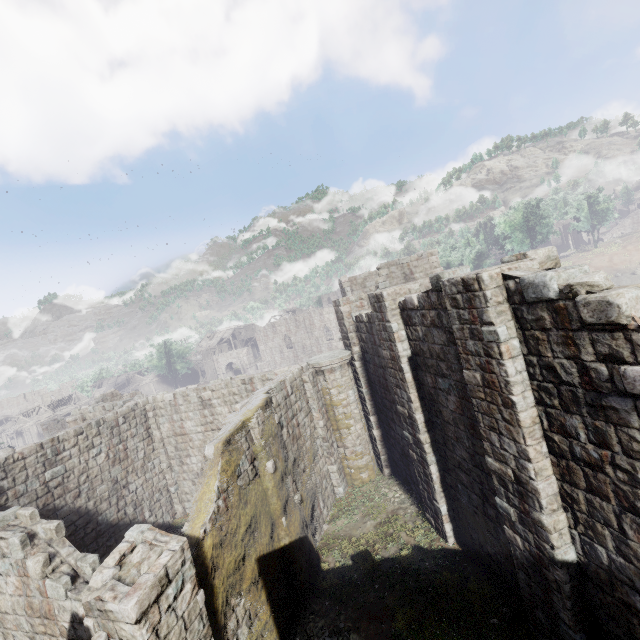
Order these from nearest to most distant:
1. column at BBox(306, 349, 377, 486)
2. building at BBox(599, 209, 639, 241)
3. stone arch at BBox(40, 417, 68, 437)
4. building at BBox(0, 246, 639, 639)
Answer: building at BBox(0, 246, 639, 639)
column at BBox(306, 349, 377, 486)
stone arch at BBox(40, 417, 68, 437)
building at BBox(599, 209, 639, 241)

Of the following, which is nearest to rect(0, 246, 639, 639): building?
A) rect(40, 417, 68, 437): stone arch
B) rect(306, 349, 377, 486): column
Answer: rect(306, 349, 377, 486): column

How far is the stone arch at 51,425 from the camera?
34.4m

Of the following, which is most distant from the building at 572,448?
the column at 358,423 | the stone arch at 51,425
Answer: the stone arch at 51,425

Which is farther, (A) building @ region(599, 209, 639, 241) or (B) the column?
(A) building @ region(599, 209, 639, 241)

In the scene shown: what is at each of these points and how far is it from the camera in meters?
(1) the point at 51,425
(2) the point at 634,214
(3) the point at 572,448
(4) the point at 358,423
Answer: (1) stone arch, 35.3
(2) building, 56.2
(3) building, 5.5
(4) column, 15.2

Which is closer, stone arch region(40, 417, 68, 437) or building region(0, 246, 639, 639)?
building region(0, 246, 639, 639)

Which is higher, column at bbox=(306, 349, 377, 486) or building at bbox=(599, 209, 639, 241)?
building at bbox=(599, 209, 639, 241)
